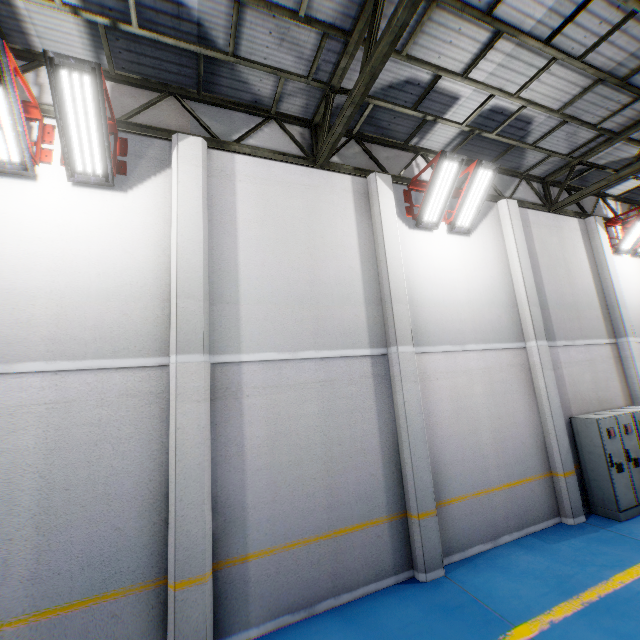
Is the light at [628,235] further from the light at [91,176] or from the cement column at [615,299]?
the light at [91,176]

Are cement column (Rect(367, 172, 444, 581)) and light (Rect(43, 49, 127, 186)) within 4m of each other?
no

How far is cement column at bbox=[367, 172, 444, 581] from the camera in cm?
575

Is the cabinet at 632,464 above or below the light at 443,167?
below

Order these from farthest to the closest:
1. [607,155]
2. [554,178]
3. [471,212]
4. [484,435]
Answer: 1. [554,178]
2. [607,155]
3. [471,212]
4. [484,435]

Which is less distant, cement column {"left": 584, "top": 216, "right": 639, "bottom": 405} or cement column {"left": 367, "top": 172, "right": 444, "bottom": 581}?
cement column {"left": 367, "top": 172, "right": 444, "bottom": 581}

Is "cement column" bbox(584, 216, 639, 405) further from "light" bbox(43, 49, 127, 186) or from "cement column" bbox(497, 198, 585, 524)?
"light" bbox(43, 49, 127, 186)
